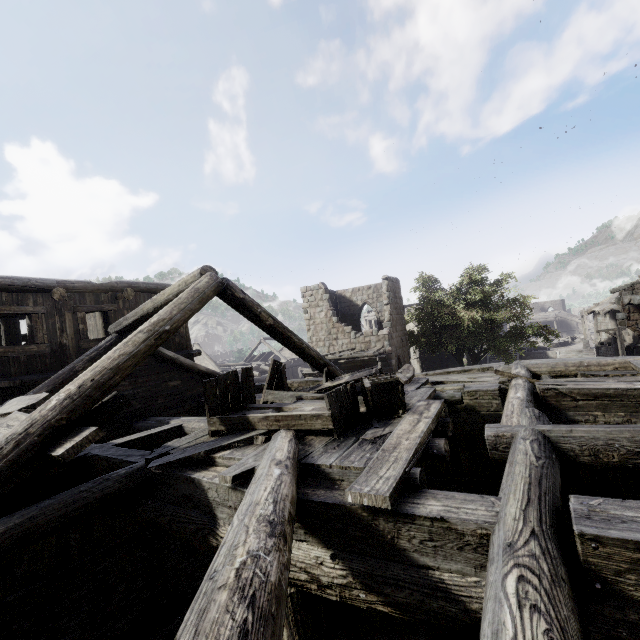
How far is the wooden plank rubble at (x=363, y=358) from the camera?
19.4m

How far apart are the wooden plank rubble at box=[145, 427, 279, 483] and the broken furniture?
0.01m

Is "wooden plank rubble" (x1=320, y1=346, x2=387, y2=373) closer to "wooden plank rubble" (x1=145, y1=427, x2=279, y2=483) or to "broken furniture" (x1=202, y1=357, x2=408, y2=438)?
"wooden plank rubble" (x1=145, y1=427, x2=279, y2=483)

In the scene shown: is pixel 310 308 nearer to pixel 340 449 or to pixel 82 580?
pixel 82 580

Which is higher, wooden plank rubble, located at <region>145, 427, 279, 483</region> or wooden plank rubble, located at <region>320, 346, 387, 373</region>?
wooden plank rubble, located at <region>145, 427, 279, 483</region>

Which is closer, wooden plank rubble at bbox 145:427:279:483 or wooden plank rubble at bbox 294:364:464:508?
wooden plank rubble at bbox 294:364:464:508

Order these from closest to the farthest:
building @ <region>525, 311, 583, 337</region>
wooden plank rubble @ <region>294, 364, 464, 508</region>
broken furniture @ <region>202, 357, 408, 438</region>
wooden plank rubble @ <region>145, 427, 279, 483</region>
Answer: wooden plank rubble @ <region>294, 364, 464, 508</region>
wooden plank rubble @ <region>145, 427, 279, 483</region>
broken furniture @ <region>202, 357, 408, 438</region>
building @ <region>525, 311, 583, 337</region>

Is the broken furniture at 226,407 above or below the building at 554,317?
above
